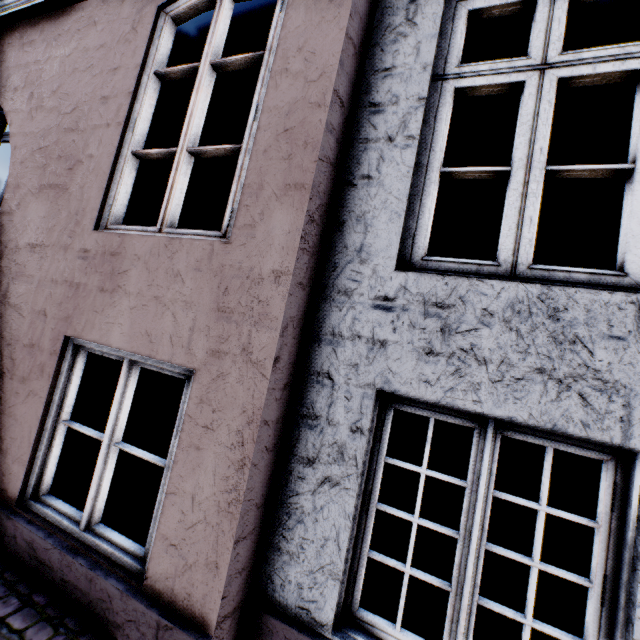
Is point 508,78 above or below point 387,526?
above
